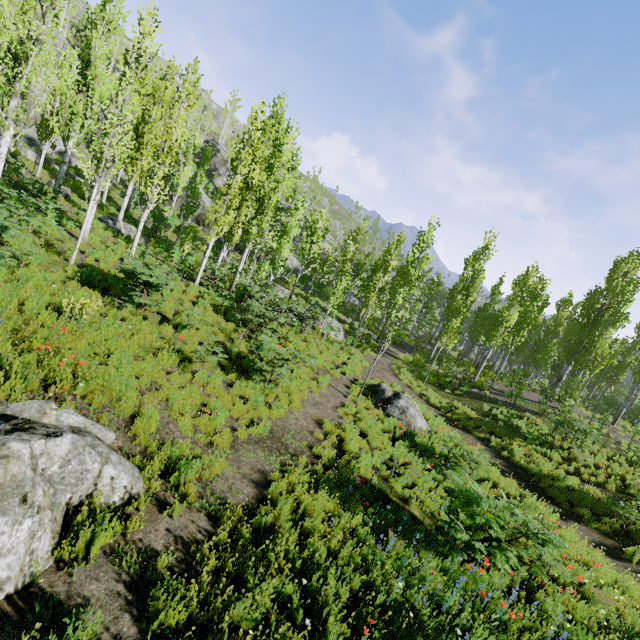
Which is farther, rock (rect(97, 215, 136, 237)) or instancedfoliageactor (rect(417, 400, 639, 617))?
rock (rect(97, 215, 136, 237))

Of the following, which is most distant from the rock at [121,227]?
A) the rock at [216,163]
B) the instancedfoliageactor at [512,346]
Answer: the rock at [216,163]

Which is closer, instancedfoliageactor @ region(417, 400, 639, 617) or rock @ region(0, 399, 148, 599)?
rock @ region(0, 399, 148, 599)

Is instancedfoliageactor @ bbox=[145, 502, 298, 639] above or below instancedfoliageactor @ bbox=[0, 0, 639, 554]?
below

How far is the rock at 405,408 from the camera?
12.4m

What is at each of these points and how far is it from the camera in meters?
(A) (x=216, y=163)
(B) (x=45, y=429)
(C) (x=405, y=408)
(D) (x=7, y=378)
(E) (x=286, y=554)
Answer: (A) rock, 53.2
(B) rock, 4.7
(C) rock, 12.8
(D) instancedfoliageactor, 5.1
(E) instancedfoliageactor, 5.2

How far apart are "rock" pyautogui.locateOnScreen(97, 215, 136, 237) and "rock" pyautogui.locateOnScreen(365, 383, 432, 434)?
16.18m
